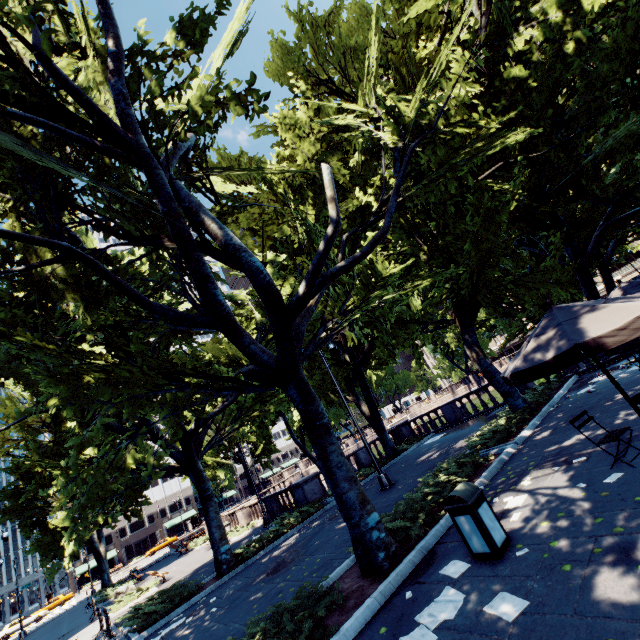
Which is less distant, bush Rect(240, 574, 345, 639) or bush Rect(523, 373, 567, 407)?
bush Rect(240, 574, 345, 639)

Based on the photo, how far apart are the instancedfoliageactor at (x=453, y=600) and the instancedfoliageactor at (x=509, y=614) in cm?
39

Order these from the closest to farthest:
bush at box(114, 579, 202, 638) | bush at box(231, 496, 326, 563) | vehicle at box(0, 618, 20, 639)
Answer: bush at box(114, 579, 202, 638) → bush at box(231, 496, 326, 563) → vehicle at box(0, 618, 20, 639)

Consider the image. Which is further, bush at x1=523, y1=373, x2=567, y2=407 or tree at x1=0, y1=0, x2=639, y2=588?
bush at x1=523, y1=373, x2=567, y2=407

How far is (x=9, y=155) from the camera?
8.43m

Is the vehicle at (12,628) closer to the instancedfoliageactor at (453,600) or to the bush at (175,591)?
the bush at (175,591)

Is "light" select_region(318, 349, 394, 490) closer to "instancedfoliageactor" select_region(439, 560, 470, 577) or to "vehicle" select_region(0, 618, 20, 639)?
"instancedfoliageactor" select_region(439, 560, 470, 577)

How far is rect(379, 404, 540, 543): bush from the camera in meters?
7.4
